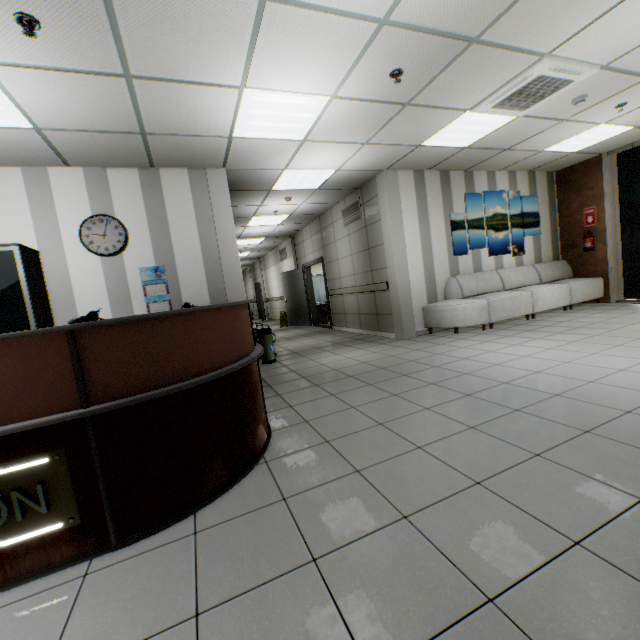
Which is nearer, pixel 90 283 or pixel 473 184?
pixel 90 283

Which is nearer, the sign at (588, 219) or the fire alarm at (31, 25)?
the fire alarm at (31, 25)

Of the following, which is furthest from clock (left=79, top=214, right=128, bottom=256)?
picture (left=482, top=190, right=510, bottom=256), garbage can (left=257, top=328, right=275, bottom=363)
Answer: picture (left=482, top=190, right=510, bottom=256)

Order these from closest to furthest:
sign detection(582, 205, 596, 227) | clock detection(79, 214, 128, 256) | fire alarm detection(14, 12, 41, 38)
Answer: fire alarm detection(14, 12, 41, 38) → clock detection(79, 214, 128, 256) → sign detection(582, 205, 596, 227)

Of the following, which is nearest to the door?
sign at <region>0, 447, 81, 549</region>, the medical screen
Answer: the medical screen

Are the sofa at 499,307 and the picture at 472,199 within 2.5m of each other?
yes

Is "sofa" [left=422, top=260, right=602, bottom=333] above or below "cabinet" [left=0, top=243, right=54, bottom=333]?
below

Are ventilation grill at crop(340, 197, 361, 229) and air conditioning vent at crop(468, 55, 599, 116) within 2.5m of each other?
no
